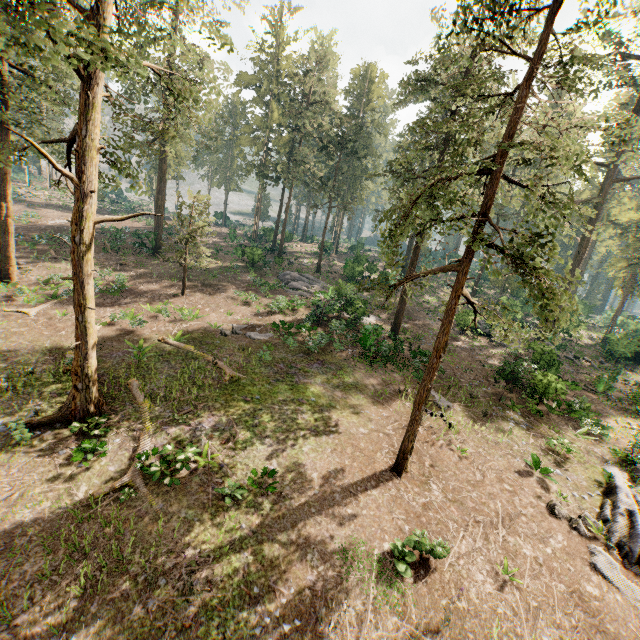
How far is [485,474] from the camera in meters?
14.1 m

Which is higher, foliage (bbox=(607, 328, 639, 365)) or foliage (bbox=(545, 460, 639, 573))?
foliage (bbox=(607, 328, 639, 365))

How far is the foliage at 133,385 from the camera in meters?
14.4

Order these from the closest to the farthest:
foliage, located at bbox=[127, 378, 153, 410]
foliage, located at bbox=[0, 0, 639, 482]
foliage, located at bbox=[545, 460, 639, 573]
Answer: foliage, located at bbox=[0, 0, 639, 482]
foliage, located at bbox=[545, 460, 639, 573]
foliage, located at bbox=[127, 378, 153, 410]

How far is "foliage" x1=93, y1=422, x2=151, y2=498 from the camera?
10.41m

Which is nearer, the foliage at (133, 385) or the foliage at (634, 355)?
the foliage at (133, 385)

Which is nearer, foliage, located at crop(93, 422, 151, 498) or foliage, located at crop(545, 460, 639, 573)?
foliage, located at crop(93, 422, 151, 498)
